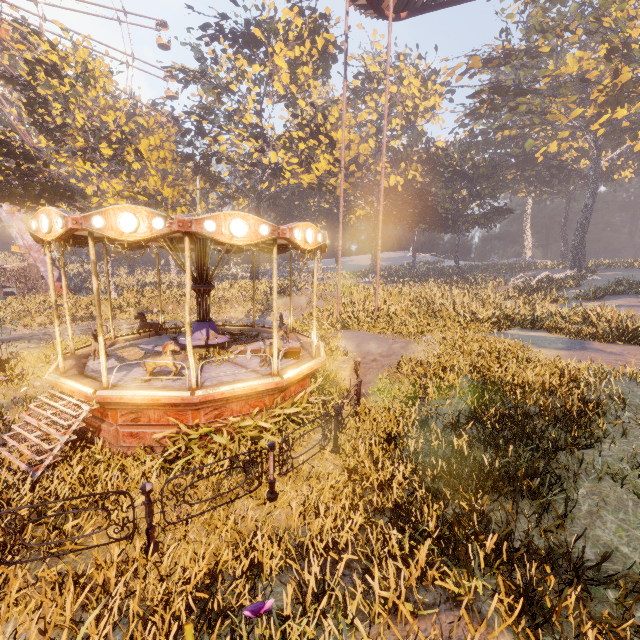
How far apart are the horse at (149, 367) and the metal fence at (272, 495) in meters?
3.1

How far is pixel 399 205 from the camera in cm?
5478

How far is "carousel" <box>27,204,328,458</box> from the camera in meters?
6.3

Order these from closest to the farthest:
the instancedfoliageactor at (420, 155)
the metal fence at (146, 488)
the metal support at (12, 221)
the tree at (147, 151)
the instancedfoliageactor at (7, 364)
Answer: the instancedfoliageactor at (420, 155) → the metal fence at (146, 488) → the instancedfoliageactor at (7, 364) → the tree at (147, 151) → the metal support at (12, 221)

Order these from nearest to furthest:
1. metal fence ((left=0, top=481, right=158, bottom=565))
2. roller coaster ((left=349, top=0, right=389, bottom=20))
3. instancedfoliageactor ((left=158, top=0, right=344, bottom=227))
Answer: metal fence ((left=0, top=481, right=158, bottom=565)) < roller coaster ((left=349, top=0, right=389, bottom=20)) < instancedfoliageactor ((left=158, top=0, right=344, bottom=227))

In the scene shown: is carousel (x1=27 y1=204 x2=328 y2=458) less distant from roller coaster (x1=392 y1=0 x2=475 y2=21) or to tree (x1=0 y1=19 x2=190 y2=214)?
roller coaster (x1=392 y1=0 x2=475 y2=21)

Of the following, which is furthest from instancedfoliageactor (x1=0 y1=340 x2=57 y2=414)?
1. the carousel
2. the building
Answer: the building

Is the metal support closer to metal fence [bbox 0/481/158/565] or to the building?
the building
